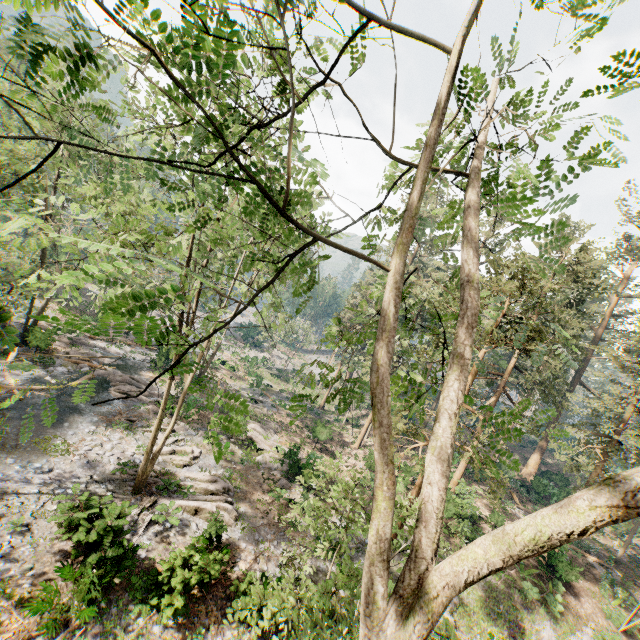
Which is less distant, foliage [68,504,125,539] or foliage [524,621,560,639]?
foliage [68,504,125,539]

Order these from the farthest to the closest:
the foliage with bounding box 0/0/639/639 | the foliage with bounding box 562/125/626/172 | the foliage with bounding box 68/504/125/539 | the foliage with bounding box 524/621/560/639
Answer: the foliage with bounding box 524/621/560/639
the foliage with bounding box 68/504/125/539
the foliage with bounding box 562/125/626/172
the foliage with bounding box 0/0/639/639

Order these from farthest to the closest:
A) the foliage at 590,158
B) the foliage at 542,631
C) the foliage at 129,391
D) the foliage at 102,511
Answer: the foliage at 542,631
the foliage at 102,511
the foliage at 590,158
the foliage at 129,391

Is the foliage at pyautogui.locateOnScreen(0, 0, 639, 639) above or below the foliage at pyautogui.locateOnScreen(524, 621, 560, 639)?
above

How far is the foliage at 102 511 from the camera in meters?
10.8 m

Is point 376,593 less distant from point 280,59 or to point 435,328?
point 435,328
